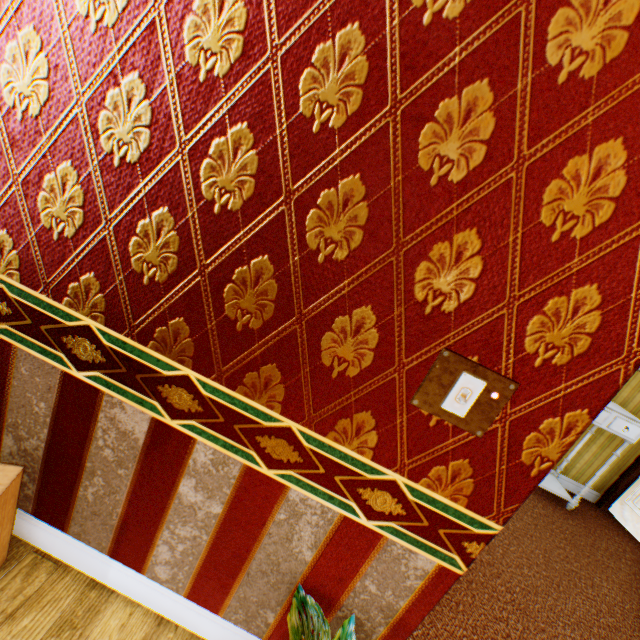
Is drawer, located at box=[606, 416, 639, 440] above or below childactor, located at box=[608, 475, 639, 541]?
above

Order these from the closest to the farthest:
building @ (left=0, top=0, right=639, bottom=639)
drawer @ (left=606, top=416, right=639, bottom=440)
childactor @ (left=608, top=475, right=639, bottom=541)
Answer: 1. building @ (left=0, top=0, right=639, bottom=639)
2. drawer @ (left=606, top=416, right=639, bottom=440)
3. childactor @ (left=608, top=475, right=639, bottom=541)

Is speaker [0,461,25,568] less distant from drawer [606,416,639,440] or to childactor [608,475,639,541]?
drawer [606,416,639,440]

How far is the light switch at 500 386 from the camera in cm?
98

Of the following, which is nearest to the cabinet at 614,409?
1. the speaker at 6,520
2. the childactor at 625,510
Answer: the childactor at 625,510

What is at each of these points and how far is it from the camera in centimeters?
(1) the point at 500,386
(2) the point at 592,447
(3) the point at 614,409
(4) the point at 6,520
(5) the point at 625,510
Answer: (1) light switch, 98cm
(2) building, 425cm
(3) cabinet, 358cm
(4) speaker, 129cm
(5) childactor, 423cm

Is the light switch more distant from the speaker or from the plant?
the speaker

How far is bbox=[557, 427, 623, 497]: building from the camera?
4.2m
